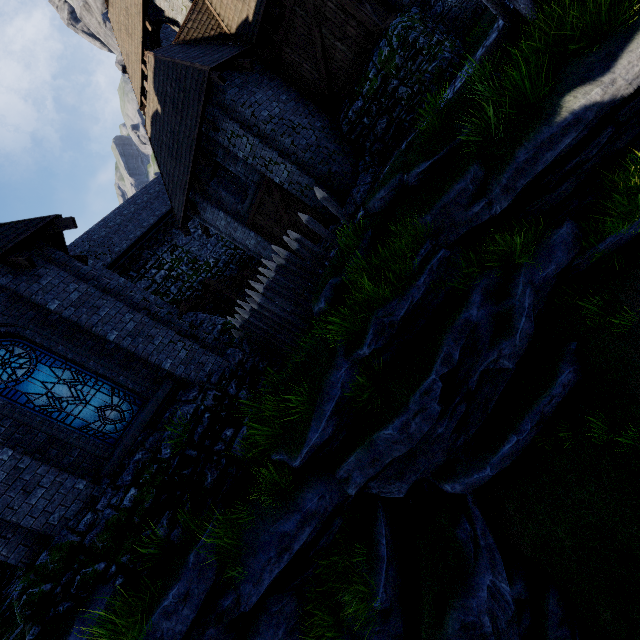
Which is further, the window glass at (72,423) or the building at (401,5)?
the building at (401,5)

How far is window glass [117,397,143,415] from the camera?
8.0 meters

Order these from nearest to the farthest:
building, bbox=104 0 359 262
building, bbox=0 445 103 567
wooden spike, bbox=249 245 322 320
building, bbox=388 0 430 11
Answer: building, bbox=0 445 103 567, wooden spike, bbox=249 245 322 320, building, bbox=104 0 359 262, building, bbox=388 0 430 11

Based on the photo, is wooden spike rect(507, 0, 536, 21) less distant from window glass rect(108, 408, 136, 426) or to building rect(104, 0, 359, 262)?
building rect(104, 0, 359, 262)

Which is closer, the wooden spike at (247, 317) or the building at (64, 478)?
the building at (64, 478)

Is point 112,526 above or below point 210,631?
above
